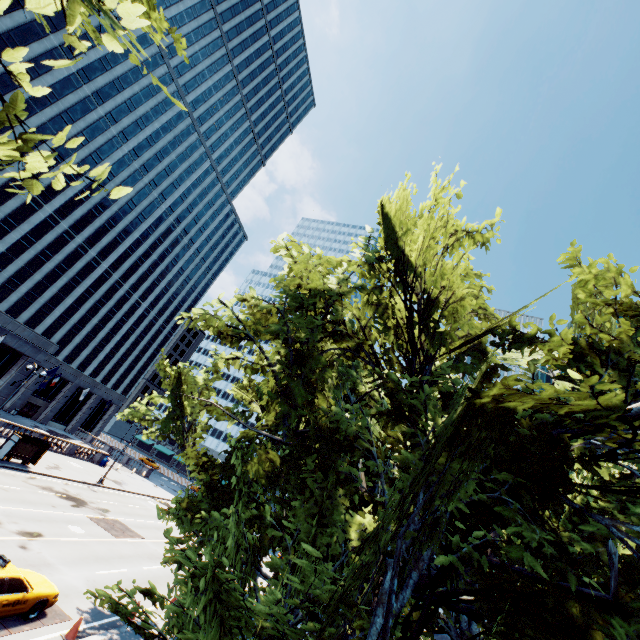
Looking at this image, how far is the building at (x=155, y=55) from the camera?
53.8 meters

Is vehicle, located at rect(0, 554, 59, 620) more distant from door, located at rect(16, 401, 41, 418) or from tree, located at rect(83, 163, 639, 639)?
door, located at rect(16, 401, 41, 418)

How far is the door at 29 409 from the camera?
52.46m

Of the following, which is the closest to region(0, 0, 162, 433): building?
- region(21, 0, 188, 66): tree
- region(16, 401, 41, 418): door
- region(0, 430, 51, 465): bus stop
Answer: region(16, 401, 41, 418): door

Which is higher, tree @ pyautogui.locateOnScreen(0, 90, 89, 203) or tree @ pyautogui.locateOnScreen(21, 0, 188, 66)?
tree @ pyautogui.locateOnScreen(21, 0, 188, 66)

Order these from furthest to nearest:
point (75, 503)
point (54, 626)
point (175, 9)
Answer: point (175, 9), point (75, 503), point (54, 626)
